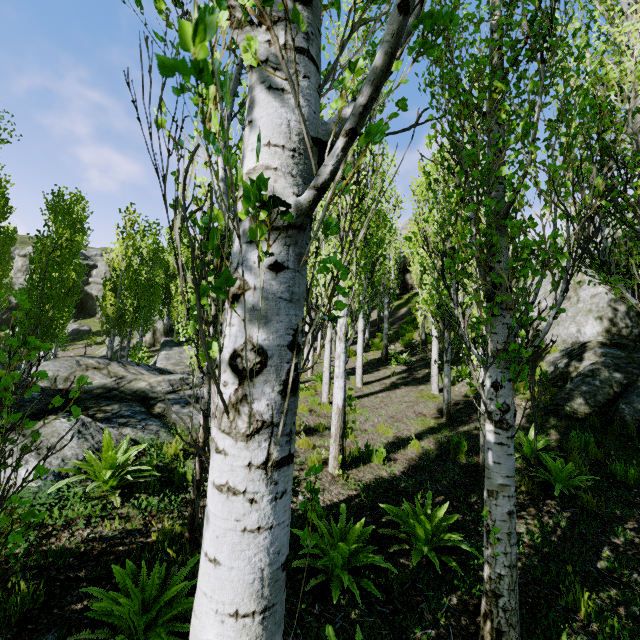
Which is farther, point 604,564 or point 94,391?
point 94,391

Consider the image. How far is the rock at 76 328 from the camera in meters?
36.7

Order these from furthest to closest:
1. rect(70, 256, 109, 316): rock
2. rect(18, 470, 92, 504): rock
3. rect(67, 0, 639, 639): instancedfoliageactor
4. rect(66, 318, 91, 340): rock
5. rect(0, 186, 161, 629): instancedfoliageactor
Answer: rect(70, 256, 109, 316): rock, rect(66, 318, 91, 340): rock, rect(18, 470, 92, 504): rock, rect(0, 186, 161, 629): instancedfoliageactor, rect(67, 0, 639, 639): instancedfoliageactor

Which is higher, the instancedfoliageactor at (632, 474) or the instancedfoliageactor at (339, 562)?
the instancedfoliageactor at (632, 474)

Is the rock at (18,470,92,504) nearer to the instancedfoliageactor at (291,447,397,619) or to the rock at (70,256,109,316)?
the instancedfoliageactor at (291,447,397,619)

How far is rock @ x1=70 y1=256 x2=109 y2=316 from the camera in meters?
43.5 m

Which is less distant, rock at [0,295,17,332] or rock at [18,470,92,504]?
rock at [18,470,92,504]
